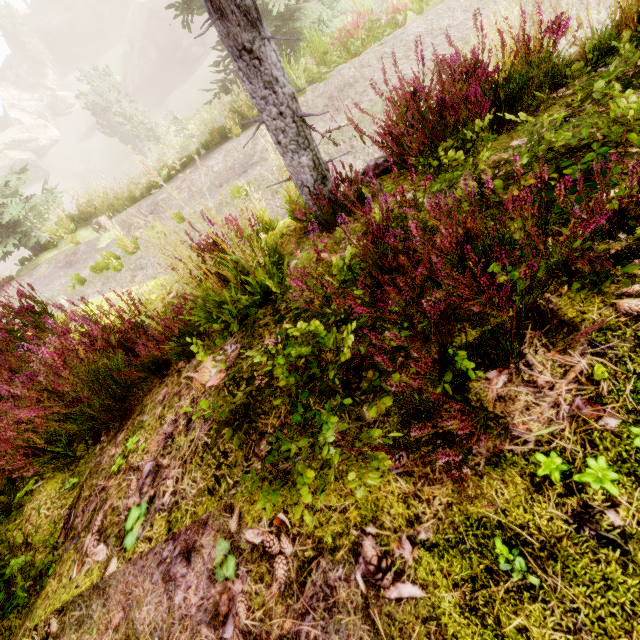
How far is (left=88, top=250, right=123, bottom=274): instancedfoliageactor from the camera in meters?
7.9

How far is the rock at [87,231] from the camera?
10.50m

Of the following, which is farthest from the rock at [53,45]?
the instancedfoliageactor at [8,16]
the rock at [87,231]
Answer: the rock at [87,231]

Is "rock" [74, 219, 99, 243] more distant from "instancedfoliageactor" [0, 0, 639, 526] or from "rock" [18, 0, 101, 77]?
"rock" [18, 0, 101, 77]

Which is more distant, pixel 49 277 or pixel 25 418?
pixel 49 277

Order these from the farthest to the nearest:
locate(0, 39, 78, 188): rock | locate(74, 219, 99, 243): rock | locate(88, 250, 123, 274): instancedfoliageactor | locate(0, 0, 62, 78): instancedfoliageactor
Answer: locate(0, 39, 78, 188): rock → locate(0, 0, 62, 78): instancedfoliageactor → locate(74, 219, 99, 243): rock → locate(88, 250, 123, 274): instancedfoliageactor

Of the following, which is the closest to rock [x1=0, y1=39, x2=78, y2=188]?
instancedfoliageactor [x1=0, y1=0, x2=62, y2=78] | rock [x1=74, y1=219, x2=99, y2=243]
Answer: instancedfoliageactor [x1=0, y1=0, x2=62, y2=78]
